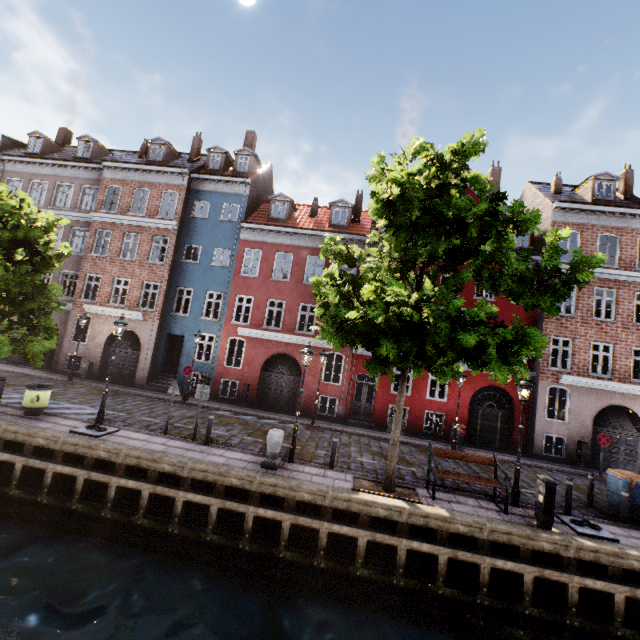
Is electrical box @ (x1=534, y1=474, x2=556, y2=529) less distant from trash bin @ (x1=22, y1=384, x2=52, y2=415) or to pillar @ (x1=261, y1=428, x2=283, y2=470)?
pillar @ (x1=261, y1=428, x2=283, y2=470)

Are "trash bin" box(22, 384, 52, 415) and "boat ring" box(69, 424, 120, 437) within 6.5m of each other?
yes

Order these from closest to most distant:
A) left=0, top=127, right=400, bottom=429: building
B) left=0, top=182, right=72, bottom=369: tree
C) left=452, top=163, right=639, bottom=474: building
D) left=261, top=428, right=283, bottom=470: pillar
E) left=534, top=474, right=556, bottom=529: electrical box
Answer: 1. left=534, top=474, right=556, bottom=529: electrical box
2. left=261, top=428, right=283, bottom=470: pillar
3. left=0, top=182, right=72, bottom=369: tree
4. left=452, top=163, right=639, bottom=474: building
5. left=0, top=127, right=400, bottom=429: building

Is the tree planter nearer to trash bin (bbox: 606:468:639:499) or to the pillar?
the pillar

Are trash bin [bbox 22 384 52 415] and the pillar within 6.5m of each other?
no

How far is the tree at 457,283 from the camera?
6.80m

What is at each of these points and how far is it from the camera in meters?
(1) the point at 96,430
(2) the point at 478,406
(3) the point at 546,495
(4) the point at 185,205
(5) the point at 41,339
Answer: (1) boat ring, 10.4 m
(2) building, 17.9 m
(3) electrical box, 8.4 m
(4) building, 20.8 m
(5) tree, 11.9 m

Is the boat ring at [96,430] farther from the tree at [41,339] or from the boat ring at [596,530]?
the boat ring at [596,530]
